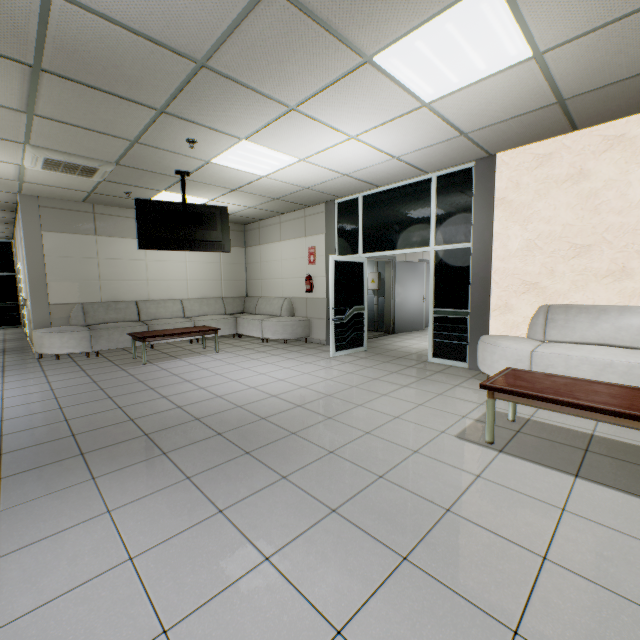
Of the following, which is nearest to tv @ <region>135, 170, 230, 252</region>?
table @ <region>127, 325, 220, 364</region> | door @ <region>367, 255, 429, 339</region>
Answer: table @ <region>127, 325, 220, 364</region>

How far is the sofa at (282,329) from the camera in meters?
6.4 m

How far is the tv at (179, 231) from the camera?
5.30m

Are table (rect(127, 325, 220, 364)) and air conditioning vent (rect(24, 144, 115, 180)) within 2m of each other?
no

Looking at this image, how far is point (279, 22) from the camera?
2.3m

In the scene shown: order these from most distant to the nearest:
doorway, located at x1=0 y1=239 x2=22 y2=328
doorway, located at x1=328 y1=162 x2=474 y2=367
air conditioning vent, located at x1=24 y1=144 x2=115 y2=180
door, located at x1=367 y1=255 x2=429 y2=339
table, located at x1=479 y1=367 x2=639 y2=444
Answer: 1. doorway, located at x1=0 y1=239 x2=22 y2=328
2. door, located at x1=367 y1=255 x2=429 y2=339
3. doorway, located at x1=328 y1=162 x2=474 y2=367
4. air conditioning vent, located at x1=24 y1=144 x2=115 y2=180
5. table, located at x1=479 y1=367 x2=639 y2=444

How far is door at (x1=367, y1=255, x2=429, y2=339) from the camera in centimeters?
890cm

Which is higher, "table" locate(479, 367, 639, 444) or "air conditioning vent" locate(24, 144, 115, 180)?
Answer: "air conditioning vent" locate(24, 144, 115, 180)
